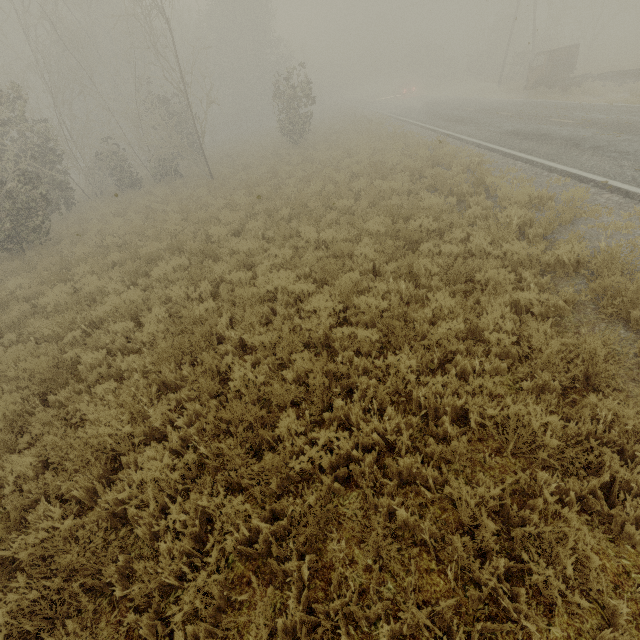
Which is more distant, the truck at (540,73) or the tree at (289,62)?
the truck at (540,73)

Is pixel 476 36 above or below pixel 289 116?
above

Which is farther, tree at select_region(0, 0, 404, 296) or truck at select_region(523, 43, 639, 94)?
truck at select_region(523, 43, 639, 94)
